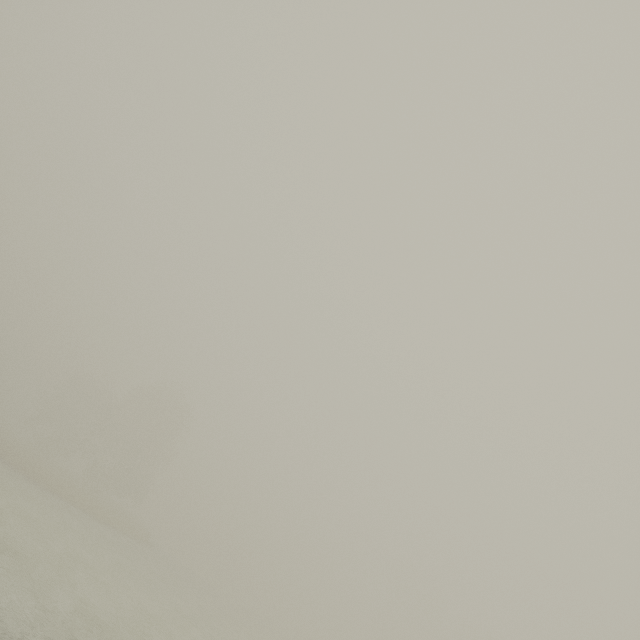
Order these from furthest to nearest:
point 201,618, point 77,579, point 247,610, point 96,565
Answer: point 247,610 → point 201,618 → point 96,565 → point 77,579
